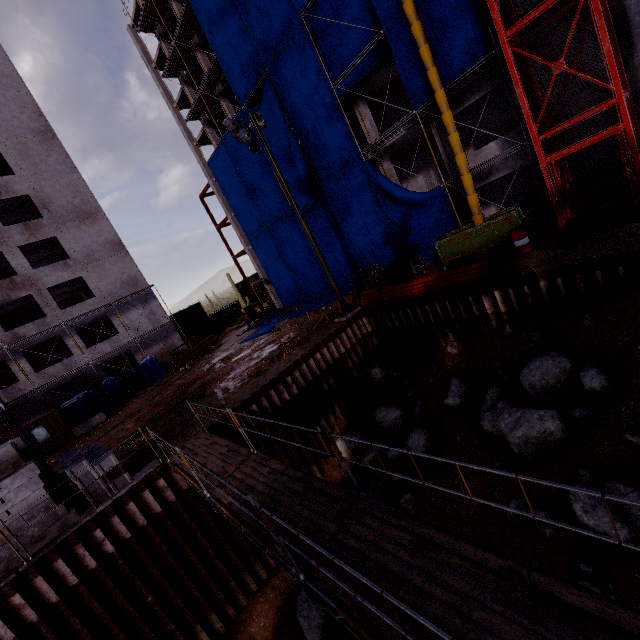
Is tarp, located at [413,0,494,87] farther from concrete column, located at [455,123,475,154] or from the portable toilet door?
the portable toilet door

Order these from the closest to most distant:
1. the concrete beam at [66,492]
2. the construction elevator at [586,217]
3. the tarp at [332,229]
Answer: the concrete beam at [66,492]
the construction elevator at [586,217]
the tarp at [332,229]

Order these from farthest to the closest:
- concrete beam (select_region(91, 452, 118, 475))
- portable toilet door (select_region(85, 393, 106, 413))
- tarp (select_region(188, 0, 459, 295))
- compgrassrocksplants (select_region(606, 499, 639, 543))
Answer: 1. portable toilet door (select_region(85, 393, 106, 413))
2. tarp (select_region(188, 0, 459, 295))
3. concrete beam (select_region(91, 452, 118, 475))
4. compgrassrocksplants (select_region(606, 499, 639, 543))

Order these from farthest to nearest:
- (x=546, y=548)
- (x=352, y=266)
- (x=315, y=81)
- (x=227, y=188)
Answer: (x=227, y=188)
(x=352, y=266)
(x=315, y=81)
(x=546, y=548)

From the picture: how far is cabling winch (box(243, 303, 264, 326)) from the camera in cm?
3394

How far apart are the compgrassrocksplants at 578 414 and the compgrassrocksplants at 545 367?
0.45m

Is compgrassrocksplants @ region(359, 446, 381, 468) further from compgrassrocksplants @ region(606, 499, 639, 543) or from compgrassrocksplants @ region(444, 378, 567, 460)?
compgrassrocksplants @ region(606, 499, 639, 543)

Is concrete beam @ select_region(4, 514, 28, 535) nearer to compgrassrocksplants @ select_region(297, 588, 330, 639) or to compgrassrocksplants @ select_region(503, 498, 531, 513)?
compgrassrocksplants @ select_region(297, 588, 330, 639)
